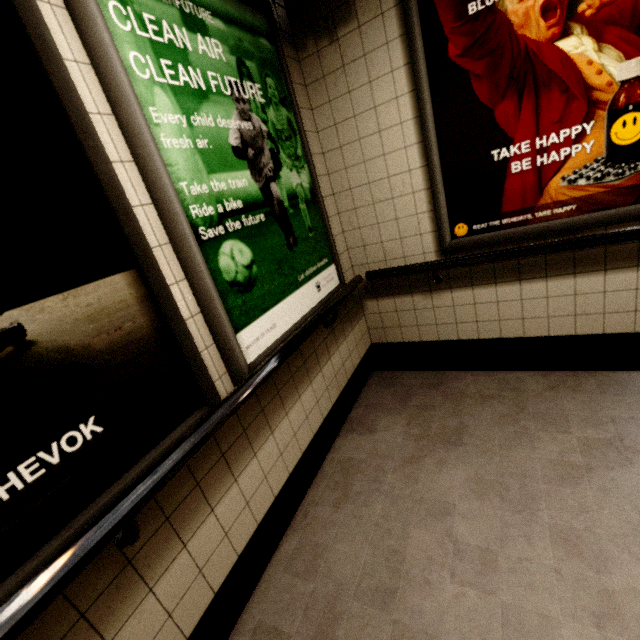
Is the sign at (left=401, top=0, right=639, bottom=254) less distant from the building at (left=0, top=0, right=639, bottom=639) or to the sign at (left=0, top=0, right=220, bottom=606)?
the building at (left=0, top=0, right=639, bottom=639)

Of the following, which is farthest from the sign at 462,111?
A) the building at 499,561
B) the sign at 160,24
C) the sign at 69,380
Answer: the sign at 69,380

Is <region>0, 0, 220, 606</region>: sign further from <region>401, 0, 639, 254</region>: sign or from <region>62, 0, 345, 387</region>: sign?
<region>401, 0, 639, 254</region>: sign

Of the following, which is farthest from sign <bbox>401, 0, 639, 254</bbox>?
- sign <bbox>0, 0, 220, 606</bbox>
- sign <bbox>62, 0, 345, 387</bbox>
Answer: sign <bbox>0, 0, 220, 606</bbox>

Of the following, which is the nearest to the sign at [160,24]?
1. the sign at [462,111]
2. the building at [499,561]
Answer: the building at [499,561]

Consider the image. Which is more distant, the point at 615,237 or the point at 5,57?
the point at 615,237

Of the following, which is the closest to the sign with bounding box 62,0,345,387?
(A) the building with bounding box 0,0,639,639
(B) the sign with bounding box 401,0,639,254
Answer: (A) the building with bounding box 0,0,639,639

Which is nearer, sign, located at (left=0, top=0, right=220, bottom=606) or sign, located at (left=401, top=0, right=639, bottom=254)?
sign, located at (left=0, top=0, right=220, bottom=606)
